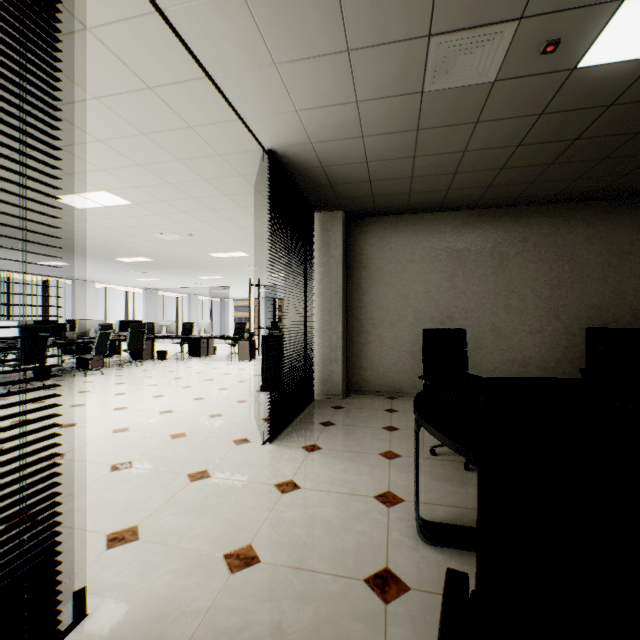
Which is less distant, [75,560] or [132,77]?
[75,560]

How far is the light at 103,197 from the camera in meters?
4.4 m

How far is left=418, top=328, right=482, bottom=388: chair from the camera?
3.2 meters

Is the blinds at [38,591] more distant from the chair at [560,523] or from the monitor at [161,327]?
the monitor at [161,327]

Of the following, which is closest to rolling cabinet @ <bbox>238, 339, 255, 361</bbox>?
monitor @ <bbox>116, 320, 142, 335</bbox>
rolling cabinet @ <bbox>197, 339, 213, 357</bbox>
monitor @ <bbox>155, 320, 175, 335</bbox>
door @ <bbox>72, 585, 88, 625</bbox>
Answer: rolling cabinet @ <bbox>197, 339, 213, 357</bbox>

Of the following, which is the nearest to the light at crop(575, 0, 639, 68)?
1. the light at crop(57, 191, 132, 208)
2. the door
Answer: the door

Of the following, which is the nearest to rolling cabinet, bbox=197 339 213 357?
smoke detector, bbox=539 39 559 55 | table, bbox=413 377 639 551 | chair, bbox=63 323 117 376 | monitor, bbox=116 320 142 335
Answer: monitor, bbox=116 320 142 335

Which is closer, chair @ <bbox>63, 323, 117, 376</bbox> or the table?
the table
